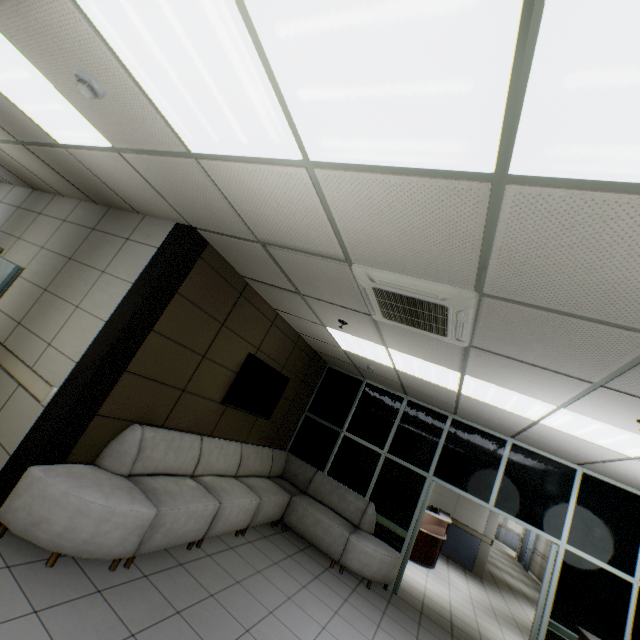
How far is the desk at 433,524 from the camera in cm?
798

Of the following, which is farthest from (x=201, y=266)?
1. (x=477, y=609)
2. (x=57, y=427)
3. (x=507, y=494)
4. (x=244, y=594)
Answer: (x=477, y=609)

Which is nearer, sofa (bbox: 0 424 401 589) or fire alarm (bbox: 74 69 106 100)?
fire alarm (bbox: 74 69 106 100)

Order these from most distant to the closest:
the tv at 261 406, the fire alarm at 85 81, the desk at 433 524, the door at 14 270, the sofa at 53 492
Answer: the desk at 433 524 → the tv at 261 406 → the door at 14 270 → the sofa at 53 492 → the fire alarm at 85 81

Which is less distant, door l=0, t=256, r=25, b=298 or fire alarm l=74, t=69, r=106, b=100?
fire alarm l=74, t=69, r=106, b=100

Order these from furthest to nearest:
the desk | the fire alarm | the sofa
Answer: the desk → the sofa → the fire alarm

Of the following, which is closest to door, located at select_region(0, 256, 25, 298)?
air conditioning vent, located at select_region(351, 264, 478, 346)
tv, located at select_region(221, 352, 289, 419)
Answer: tv, located at select_region(221, 352, 289, 419)

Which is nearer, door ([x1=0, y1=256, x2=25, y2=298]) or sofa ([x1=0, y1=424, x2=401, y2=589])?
sofa ([x1=0, y1=424, x2=401, y2=589])
